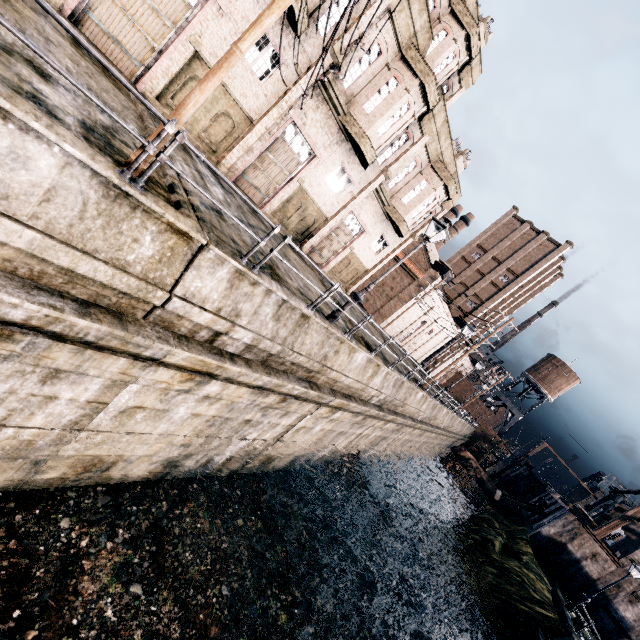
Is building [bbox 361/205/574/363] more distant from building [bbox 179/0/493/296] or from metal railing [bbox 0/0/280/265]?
metal railing [bbox 0/0/280/265]

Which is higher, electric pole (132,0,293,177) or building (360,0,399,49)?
building (360,0,399,49)

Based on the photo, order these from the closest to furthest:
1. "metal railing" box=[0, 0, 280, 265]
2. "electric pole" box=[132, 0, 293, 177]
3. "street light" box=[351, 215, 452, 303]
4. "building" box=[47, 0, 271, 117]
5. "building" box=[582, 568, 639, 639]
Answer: "metal railing" box=[0, 0, 280, 265]
"electric pole" box=[132, 0, 293, 177]
"building" box=[47, 0, 271, 117]
"street light" box=[351, 215, 452, 303]
"building" box=[582, 568, 639, 639]

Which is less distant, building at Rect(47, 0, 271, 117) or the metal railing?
the metal railing

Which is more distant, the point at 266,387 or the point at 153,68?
the point at 153,68

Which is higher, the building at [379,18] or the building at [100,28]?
the building at [379,18]

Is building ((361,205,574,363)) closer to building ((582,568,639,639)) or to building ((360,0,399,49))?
building ((360,0,399,49))

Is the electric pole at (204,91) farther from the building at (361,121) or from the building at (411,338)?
the building at (411,338)
